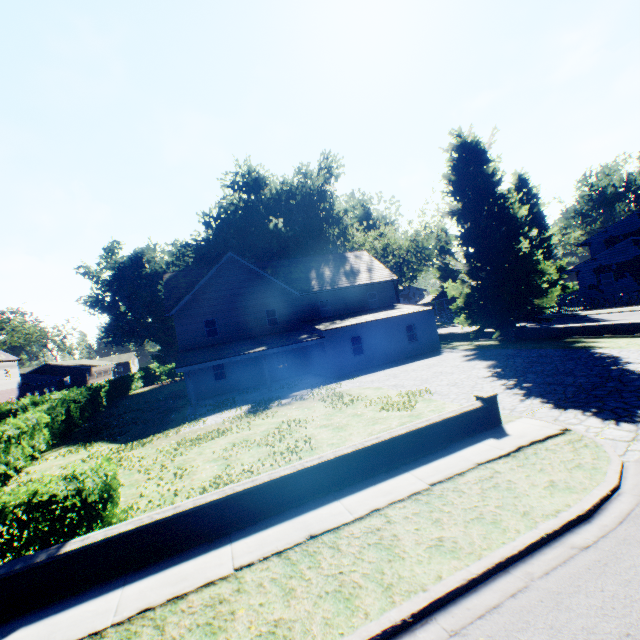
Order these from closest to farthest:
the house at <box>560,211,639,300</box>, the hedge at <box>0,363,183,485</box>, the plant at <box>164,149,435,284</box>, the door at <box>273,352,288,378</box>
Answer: the hedge at <box>0,363,183,485</box> → the door at <box>273,352,288,378</box> → the house at <box>560,211,639,300</box> → the plant at <box>164,149,435,284</box>

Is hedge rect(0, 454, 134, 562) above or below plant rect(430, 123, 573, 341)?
below

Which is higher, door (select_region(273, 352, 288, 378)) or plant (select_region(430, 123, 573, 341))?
plant (select_region(430, 123, 573, 341))

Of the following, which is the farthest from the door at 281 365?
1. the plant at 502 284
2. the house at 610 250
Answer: the house at 610 250

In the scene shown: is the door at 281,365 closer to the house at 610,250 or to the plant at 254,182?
the plant at 254,182

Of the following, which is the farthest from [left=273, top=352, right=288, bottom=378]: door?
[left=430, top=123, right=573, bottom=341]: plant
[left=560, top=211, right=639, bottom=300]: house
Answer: [left=560, top=211, right=639, bottom=300]: house

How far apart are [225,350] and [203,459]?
12.37m
